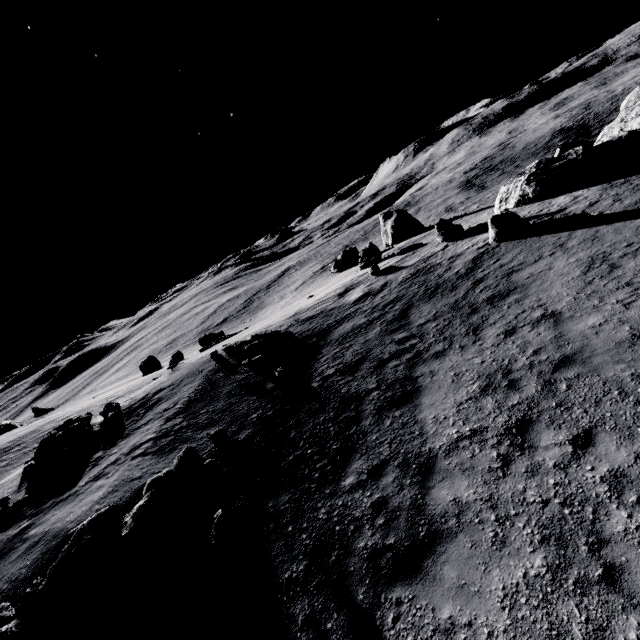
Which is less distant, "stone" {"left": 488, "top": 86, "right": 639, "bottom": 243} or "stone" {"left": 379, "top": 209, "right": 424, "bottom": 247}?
"stone" {"left": 488, "top": 86, "right": 639, "bottom": 243}

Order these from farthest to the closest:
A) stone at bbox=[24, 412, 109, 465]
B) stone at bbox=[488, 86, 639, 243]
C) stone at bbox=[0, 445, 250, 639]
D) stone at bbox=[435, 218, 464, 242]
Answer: stone at bbox=[435, 218, 464, 242]
stone at bbox=[488, 86, 639, 243]
stone at bbox=[24, 412, 109, 465]
stone at bbox=[0, 445, 250, 639]

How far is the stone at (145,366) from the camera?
41.7 meters

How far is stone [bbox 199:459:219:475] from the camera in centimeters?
901cm

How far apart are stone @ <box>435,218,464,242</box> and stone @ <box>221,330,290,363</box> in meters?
11.3

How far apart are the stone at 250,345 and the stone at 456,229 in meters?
11.3 m

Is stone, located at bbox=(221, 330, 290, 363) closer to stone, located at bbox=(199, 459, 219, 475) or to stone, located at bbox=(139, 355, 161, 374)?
stone, located at bbox=(199, 459, 219, 475)

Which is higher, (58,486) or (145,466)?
(58,486)
